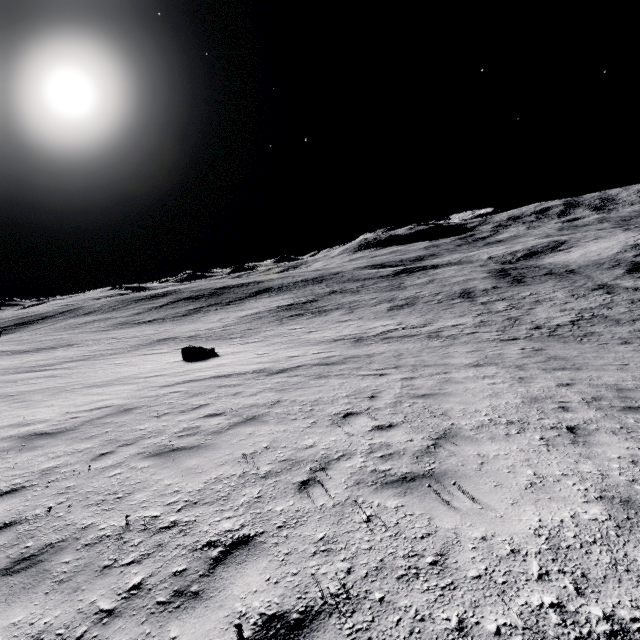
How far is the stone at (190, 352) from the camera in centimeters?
1866cm

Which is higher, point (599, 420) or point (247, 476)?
point (247, 476)

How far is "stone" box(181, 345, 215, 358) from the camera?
18.66m
